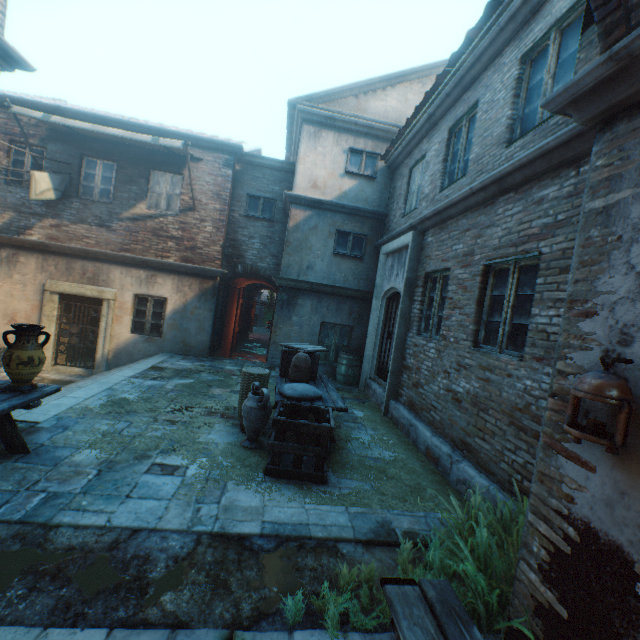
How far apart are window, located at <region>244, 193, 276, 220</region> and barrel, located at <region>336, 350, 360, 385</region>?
5.1m

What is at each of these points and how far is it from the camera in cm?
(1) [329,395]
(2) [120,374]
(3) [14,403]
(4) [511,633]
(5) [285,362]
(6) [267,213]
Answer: (1) table, 549
(2) stairs, 738
(3) table, 346
(4) building, 223
(5) wooden crate, 625
(6) window, 1111

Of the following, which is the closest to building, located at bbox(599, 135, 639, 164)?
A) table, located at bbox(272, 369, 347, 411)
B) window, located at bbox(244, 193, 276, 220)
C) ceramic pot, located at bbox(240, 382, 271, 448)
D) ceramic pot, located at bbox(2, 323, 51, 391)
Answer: → window, located at bbox(244, 193, 276, 220)

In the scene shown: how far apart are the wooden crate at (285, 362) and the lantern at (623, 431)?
4.7m

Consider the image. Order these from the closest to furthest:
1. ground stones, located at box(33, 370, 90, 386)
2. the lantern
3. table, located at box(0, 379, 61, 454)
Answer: the lantern
table, located at box(0, 379, 61, 454)
ground stones, located at box(33, 370, 90, 386)

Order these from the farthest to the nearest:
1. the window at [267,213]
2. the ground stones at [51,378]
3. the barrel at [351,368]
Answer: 1. the window at [267,213]
2. the barrel at [351,368]
3. the ground stones at [51,378]

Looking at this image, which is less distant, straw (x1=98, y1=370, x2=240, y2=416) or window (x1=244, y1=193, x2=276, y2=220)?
straw (x1=98, y1=370, x2=240, y2=416)

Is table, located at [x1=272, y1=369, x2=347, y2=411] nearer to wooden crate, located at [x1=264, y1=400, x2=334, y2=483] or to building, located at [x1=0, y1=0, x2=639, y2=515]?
wooden crate, located at [x1=264, y1=400, x2=334, y2=483]
